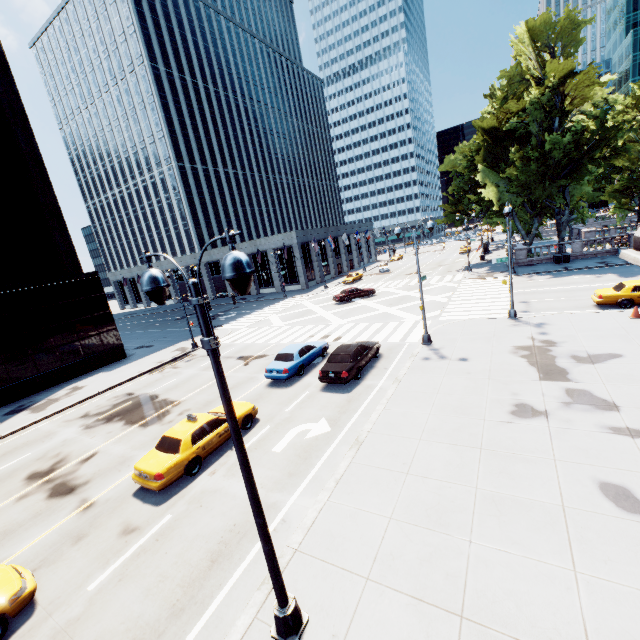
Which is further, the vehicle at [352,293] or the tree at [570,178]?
the vehicle at [352,293]

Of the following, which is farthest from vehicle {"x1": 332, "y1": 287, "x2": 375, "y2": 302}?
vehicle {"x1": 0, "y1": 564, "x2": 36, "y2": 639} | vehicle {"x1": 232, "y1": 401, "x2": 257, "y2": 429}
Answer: vehicle {"x1": 0, "y1": 564, "x2": 36, "y2": 639}

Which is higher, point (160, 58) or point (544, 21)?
point (160, 58)

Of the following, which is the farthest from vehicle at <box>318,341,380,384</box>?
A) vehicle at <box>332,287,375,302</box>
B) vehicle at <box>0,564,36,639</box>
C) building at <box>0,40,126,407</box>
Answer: building at <box>0,40,126,407</box>

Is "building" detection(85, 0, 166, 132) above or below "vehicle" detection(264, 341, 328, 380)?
above

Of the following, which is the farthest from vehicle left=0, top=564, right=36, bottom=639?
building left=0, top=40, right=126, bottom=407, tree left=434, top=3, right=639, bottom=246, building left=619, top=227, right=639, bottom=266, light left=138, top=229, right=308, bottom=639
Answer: tree left=434, top=3, right=639, bottom=246

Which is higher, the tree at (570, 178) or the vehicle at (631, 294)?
the tree at (570, 178)

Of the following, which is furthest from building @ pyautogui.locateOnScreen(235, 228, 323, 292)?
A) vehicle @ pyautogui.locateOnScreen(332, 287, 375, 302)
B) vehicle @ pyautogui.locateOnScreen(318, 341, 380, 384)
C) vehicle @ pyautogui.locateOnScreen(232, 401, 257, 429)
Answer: vehicle @ pyautogui.locateOnScreen(232, 401, 257, 429)
